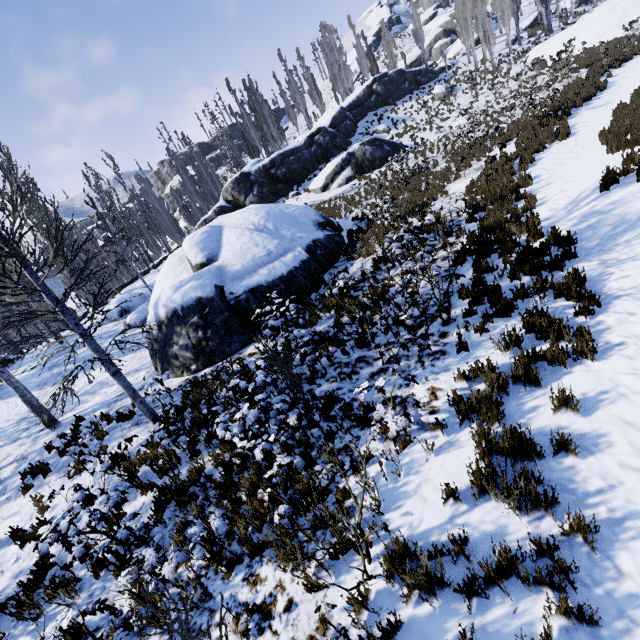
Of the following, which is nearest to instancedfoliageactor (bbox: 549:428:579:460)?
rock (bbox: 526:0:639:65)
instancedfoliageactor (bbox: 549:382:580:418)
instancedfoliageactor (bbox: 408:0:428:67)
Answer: instancedfoliageactor (bbox: 549:382:580:418)

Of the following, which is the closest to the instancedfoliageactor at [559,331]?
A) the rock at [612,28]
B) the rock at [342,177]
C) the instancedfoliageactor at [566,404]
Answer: the rock at [612,28]

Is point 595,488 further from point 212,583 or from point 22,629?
point 22,629

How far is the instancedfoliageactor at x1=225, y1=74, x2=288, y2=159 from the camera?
34.88m

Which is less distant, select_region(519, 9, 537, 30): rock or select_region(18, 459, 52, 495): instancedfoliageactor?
select_region(18, 459, 52, 495): instancedfoliageactor

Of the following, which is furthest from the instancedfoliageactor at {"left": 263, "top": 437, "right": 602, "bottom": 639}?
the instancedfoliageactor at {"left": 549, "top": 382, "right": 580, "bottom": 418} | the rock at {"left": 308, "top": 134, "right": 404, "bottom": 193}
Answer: the instancedfoliageactor at {"left": 549, "top": 382, "right": 580, "bottom": 418}

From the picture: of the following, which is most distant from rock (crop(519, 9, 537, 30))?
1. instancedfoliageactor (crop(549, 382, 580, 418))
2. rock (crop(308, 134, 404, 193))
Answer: instancedfoliageactor (crop(549, 382, 580, 418))
